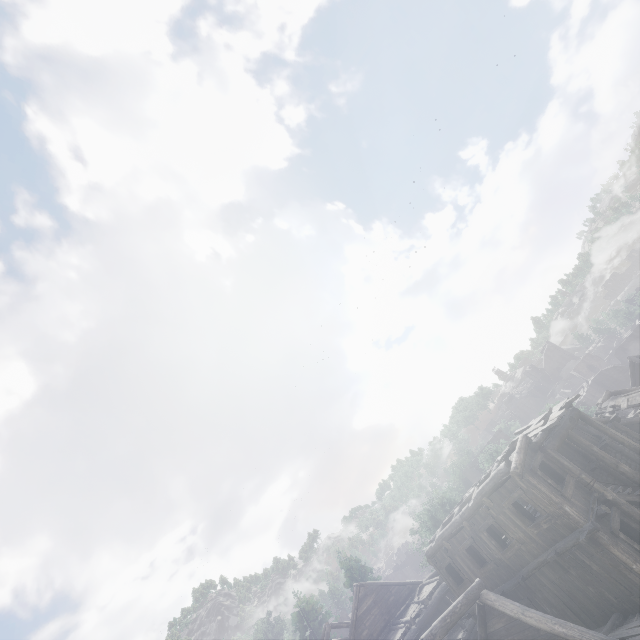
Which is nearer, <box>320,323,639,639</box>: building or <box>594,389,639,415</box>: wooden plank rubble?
<box>320,323,639,639</box>: building

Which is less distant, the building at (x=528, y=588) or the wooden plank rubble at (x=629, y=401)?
the building at (x=528, y=588)

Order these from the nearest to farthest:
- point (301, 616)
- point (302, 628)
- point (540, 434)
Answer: point (540, 434) < point (302, 628) < point (301, 616)
